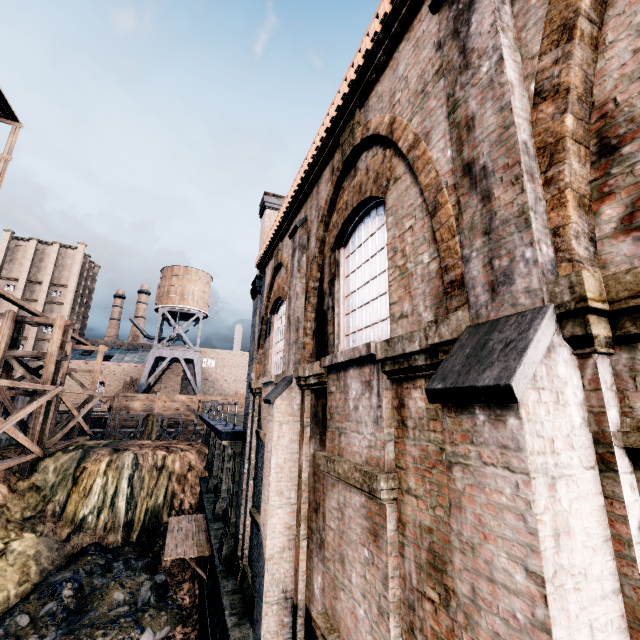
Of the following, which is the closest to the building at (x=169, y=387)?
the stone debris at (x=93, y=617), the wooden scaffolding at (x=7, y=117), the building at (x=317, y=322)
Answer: the building at (x=317, y=322)

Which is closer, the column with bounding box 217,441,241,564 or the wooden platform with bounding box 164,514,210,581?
the column with bounding box 217,441,241,564

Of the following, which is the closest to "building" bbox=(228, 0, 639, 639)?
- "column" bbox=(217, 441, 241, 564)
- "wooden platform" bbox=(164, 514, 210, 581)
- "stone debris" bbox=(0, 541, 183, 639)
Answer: "column" bbox=(217, 441, 241, 564)

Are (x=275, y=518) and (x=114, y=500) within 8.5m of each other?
no

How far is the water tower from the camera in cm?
4688

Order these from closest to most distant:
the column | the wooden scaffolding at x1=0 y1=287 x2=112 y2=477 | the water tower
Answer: the column, the wooden scaffolding at x1=0 y1=287 x2=112 y2=477, the water tower

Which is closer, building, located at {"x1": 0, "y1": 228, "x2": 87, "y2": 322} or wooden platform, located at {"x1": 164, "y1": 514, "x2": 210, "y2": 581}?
wooden platform, located at {"x1": 164, "y1": 514, "x2": 210, "y2": 581}

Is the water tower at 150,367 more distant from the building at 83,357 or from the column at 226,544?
the column at 226,544
